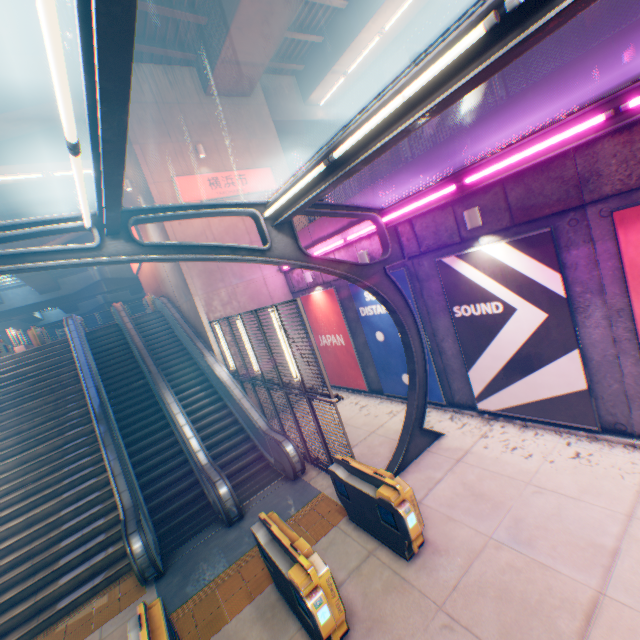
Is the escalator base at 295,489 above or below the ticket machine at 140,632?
below

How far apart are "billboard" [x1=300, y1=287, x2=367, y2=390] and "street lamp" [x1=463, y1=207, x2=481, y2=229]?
5.79m

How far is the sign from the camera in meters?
12.8

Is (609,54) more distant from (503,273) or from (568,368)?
(568,368)

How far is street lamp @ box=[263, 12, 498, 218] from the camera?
2.57m

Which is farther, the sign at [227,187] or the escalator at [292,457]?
the sign at [227,187]

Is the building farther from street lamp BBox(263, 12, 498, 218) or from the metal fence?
street lamp BBox(263, 12, 498, 218)

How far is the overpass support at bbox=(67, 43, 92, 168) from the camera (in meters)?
11.59
